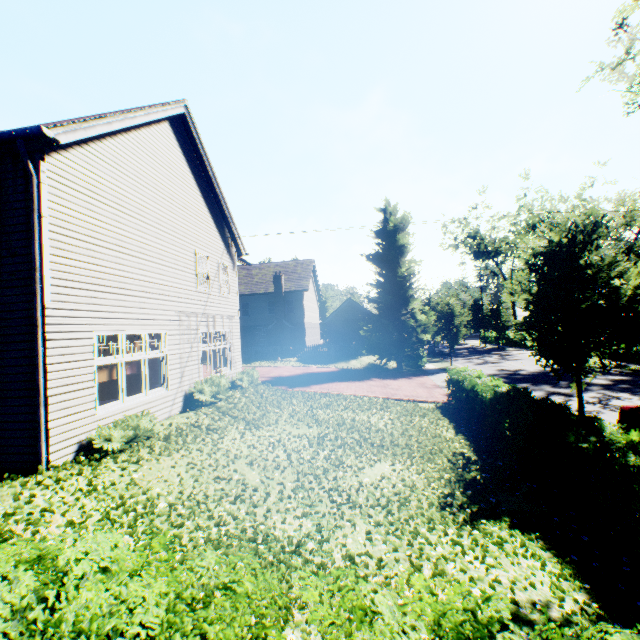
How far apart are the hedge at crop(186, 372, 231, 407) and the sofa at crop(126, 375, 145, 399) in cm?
325

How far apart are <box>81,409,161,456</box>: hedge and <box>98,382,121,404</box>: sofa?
5.32m

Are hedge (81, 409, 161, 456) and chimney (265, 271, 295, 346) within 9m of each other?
no

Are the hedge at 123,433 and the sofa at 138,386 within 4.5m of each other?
no

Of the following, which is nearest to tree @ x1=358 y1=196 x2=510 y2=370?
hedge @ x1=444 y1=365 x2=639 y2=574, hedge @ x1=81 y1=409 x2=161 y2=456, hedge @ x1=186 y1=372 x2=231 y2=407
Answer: hedge @ x1=444 y1=365 x2=639 y2=574

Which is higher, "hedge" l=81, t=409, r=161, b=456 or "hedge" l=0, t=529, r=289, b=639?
"hedge" l=0, t=529, r=289, b=639

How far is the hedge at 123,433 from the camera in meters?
7.3

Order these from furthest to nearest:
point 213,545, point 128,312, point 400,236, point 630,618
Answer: point 400,236, point 128,312, point 213,545, point 630,618
